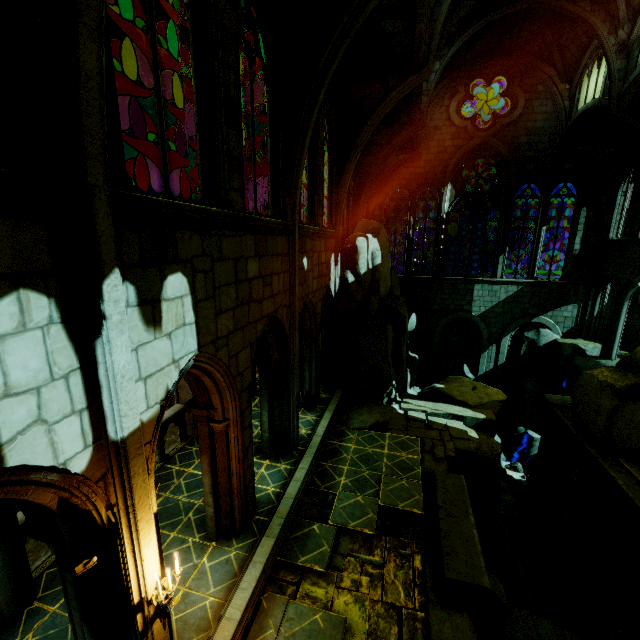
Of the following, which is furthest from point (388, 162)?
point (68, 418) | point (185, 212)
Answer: point (68, 418)

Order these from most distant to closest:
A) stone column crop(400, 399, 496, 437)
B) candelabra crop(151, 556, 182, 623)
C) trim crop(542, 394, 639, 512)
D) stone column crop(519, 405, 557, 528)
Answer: stone column crop(519, 405, 557, 528)
stone column crop(400, 399, 496, 437)
trim crop(542, 394, 639, 512)
candelabra crop(151, 556, 182, 623)

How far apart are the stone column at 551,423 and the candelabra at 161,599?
18.3 meters

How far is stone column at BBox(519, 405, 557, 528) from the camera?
16.6 meters

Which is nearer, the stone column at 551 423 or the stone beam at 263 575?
the stone beam at 263 575

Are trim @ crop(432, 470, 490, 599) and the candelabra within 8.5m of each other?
yes

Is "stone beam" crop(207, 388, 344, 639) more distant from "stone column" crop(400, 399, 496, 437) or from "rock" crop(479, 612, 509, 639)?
"stone column" crop(400, 399, 496, 437)

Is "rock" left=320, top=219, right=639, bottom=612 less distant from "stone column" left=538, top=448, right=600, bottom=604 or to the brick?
"stone column" left=538, top=448, right=600, bottom=604
